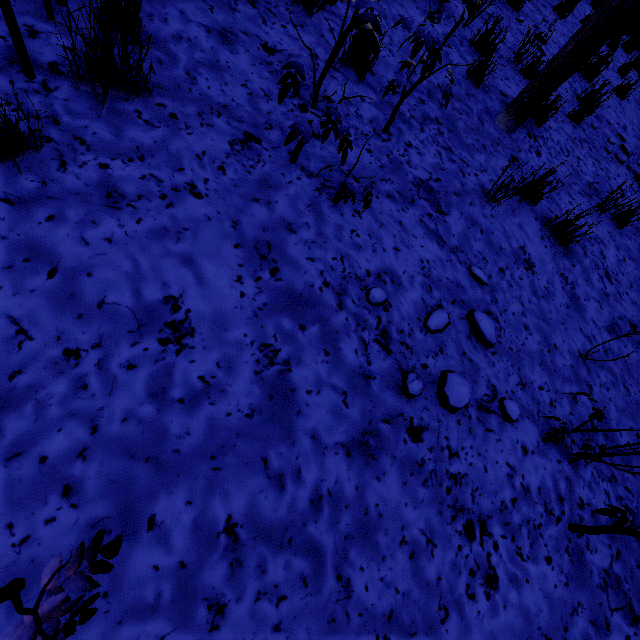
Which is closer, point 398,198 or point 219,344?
point 219,344

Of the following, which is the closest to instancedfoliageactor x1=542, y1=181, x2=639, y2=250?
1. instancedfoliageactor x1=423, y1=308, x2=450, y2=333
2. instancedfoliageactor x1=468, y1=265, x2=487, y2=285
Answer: instancedfoliageactor x1=468, y1=265, x2=487, y2=285

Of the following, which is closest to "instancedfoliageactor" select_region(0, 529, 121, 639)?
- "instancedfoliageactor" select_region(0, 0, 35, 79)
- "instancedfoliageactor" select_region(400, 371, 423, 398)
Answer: "instancedfoliageactor" select_region(0, 0, 35, 79)

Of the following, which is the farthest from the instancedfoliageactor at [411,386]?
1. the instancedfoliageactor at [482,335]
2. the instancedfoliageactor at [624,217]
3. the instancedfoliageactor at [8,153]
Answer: the instancedfoliageactor at [624,217]

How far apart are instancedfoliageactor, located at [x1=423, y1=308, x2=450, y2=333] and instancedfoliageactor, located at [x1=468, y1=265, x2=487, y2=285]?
0.56m

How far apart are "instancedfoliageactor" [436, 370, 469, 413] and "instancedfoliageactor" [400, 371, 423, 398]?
0.2 meters

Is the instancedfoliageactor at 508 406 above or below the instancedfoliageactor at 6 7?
below

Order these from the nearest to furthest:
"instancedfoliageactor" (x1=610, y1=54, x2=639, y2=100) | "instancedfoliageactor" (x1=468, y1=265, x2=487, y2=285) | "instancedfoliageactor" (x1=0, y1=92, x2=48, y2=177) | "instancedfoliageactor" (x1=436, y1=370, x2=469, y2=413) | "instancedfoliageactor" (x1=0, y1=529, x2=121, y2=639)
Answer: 1. "instancedfoliageactor" (x1=0, y1=529, x2=121, y2=639)
2. "instancedfoliageactor" (x1=0, y1=92, x2=48, y2=177)
3. "instancedfoliageactor" (x1=436, y1=370, x2=469, y2=413)
4. "instancedfoliageactor" (x1=468, y1=265, x2=487, y2=285)
5. "instancedfoliageactor" (x1=610, y1=54, x2=639, y2=100)
